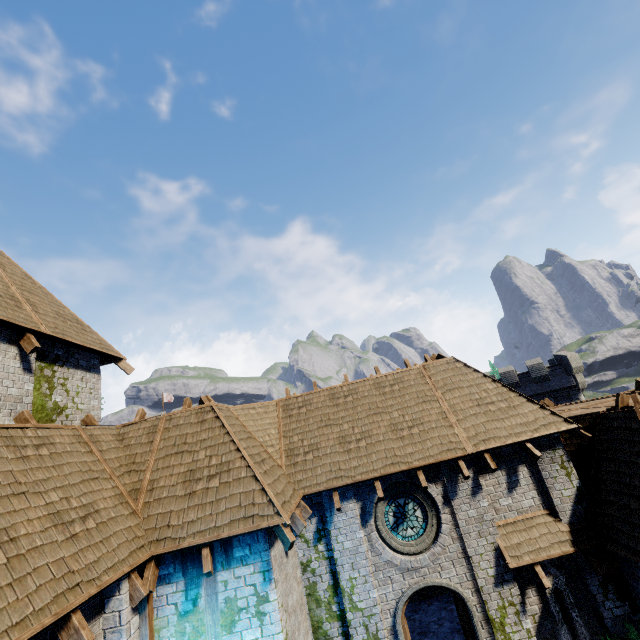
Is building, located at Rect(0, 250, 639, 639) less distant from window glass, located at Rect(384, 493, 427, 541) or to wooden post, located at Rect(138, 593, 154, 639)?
wooden post, located at Rect(138, 593, 154, 639)

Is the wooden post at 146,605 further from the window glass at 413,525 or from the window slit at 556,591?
the window slit at 556,591

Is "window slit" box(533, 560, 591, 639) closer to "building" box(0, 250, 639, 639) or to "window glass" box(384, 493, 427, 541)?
"building" box(0, 250, 639, 639)

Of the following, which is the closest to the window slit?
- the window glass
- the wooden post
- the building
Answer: the building

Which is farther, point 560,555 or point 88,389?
point 88,389

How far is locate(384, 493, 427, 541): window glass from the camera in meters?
9.9

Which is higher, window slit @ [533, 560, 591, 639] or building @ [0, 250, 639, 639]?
building @ [0, 250, 639, 639]

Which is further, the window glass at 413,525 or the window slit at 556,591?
the window glass at 413,525
